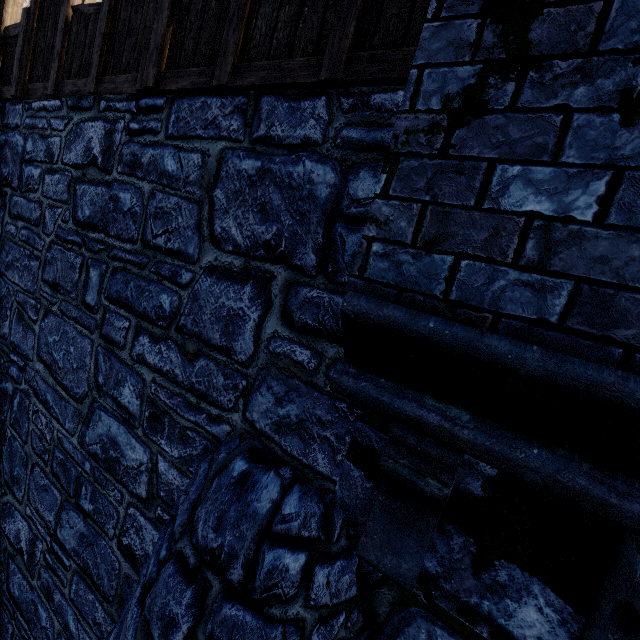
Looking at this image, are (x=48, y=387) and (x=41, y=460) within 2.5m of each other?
yes
